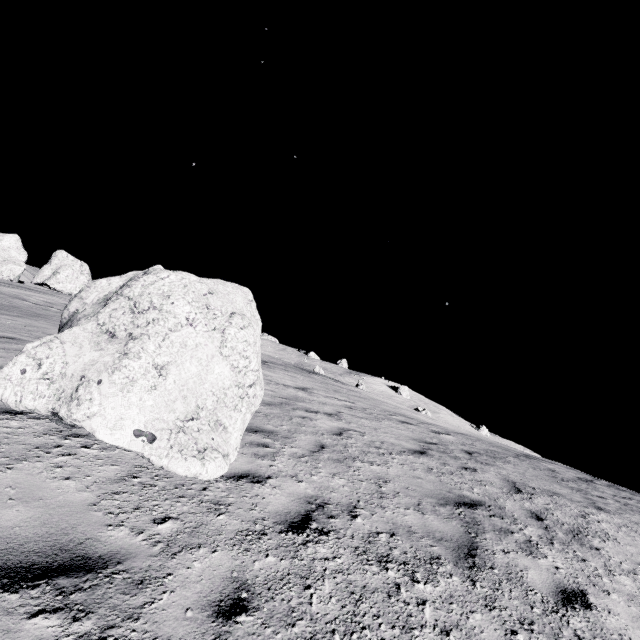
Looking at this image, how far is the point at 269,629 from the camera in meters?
2.3
